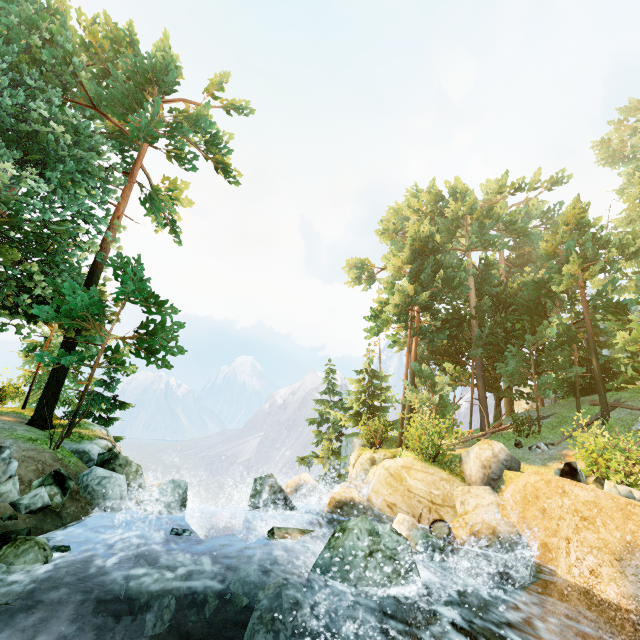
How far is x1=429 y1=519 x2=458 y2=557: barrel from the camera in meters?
9.2 m

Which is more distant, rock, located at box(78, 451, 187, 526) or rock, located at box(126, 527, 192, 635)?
rock, located at box(78, 451, 187, 526)

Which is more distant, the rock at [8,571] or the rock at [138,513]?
the rock at [138,513]

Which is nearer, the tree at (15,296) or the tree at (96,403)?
the tree at (15,296)

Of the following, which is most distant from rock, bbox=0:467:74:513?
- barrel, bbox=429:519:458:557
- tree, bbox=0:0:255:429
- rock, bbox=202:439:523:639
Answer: barrel, bbox=429:519:458:557

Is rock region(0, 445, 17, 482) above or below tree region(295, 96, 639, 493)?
below

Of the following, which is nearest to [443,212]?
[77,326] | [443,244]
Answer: [443,244]

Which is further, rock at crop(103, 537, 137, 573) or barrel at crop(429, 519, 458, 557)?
barrel at crop(429, 519, 458, 557)
